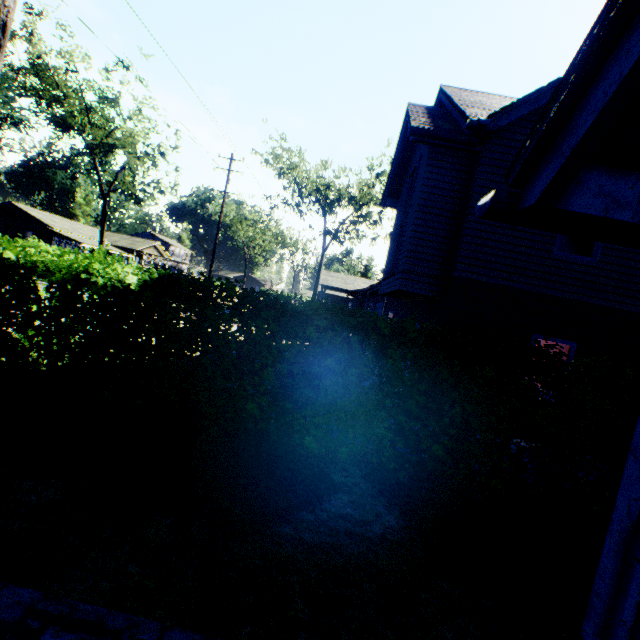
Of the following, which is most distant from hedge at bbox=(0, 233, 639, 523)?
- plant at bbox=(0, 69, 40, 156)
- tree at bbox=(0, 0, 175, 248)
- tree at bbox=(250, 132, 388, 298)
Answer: plant at bbox=(0, 69, 40, 156)

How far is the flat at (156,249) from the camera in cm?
5114

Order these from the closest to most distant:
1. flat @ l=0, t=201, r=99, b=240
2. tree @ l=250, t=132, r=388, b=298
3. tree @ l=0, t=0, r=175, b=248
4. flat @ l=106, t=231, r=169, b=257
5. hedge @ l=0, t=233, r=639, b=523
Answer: hedge @ l=0, t=233, r=639, b=523, tree @ l=0, t=0, r=175, b=248, tree @ l=250, t=132, r=388, b=298, flat @ l=0, t=201, r=99, b=240, flat @ l=106, t=231, r=169, b=257

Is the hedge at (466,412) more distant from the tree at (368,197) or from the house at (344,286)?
the tree at (368,197)

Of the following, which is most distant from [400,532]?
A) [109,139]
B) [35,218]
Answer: [35,218]

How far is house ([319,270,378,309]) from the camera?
39.5m

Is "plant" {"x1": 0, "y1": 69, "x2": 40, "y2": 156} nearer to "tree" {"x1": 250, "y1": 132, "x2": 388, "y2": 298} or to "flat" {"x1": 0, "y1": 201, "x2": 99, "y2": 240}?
"flat" {"x1": 0, "y1": 201, "x2": 99, "y2": 240}

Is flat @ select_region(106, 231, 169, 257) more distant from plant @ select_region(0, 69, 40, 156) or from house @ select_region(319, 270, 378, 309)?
house @ select_region(319, 270, 378, 309)
